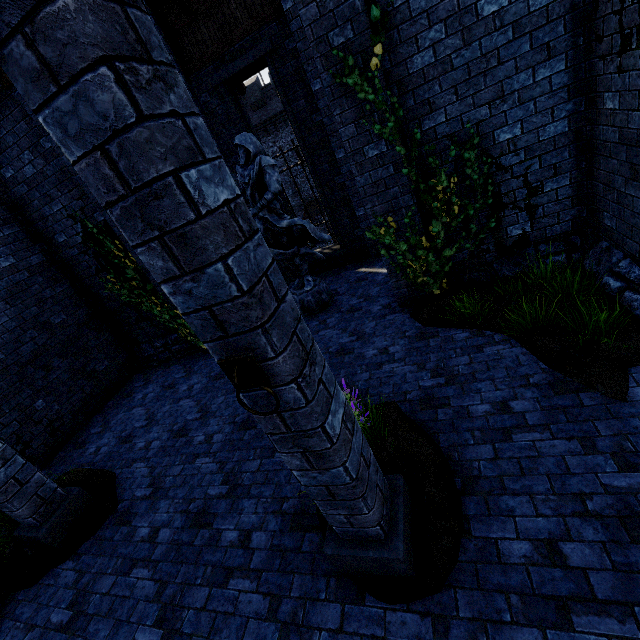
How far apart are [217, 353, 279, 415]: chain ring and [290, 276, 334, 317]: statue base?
5.8 meters

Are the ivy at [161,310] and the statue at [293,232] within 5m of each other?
yes

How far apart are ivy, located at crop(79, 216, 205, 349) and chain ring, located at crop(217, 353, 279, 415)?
6.0 meters

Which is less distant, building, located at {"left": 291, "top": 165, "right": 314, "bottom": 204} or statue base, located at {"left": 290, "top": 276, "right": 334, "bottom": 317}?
statue base, located at {"left": 290, "top": 276, "right": 334, "bottom": 317}

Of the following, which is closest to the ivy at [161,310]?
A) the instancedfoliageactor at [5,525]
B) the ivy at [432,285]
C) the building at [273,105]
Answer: the instancedfoliageactor at [5,525]

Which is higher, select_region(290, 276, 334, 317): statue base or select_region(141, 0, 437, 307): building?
select_region(141, 0, 437, 307): building

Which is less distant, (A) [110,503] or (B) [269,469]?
(B) [269,469]

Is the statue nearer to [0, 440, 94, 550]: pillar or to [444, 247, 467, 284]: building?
[444, 247, 467, 284]: building
